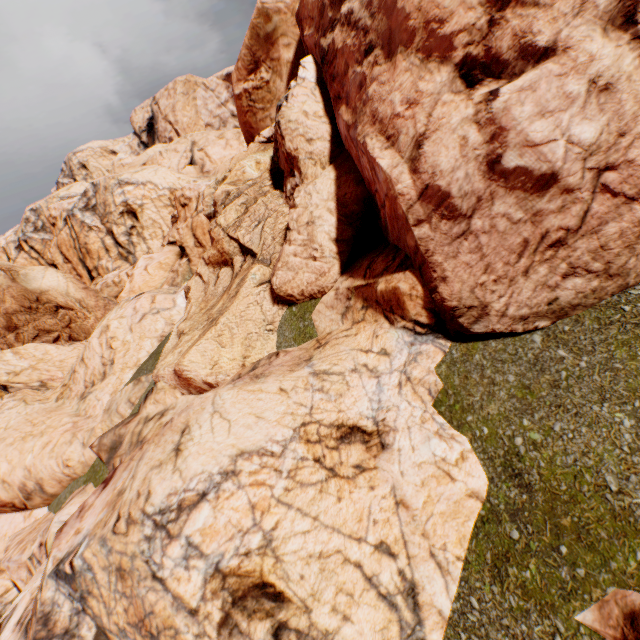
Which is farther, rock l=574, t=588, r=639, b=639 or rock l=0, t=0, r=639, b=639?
rock l=0, t=0, r=639, b=639

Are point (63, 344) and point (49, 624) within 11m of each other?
no

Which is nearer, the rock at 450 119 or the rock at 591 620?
the rock at 591 620
